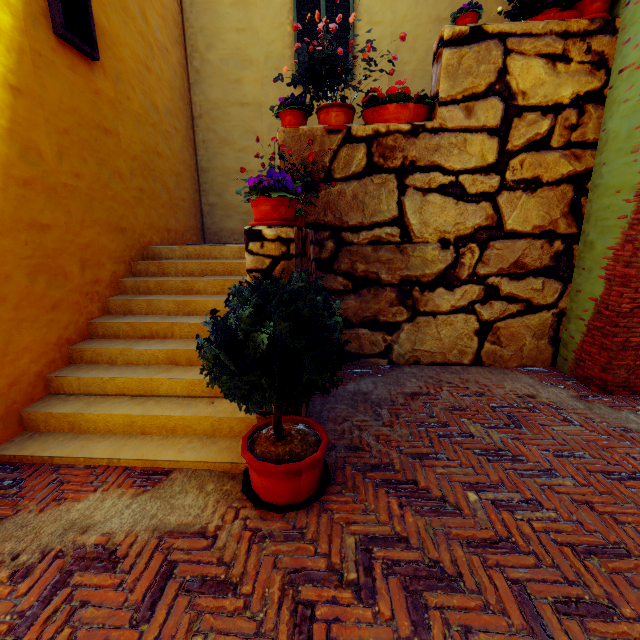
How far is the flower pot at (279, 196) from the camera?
2.51m

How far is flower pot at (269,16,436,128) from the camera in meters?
3.9

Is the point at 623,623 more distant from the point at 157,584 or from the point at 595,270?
the point at 595,270

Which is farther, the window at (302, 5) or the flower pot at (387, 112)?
the window at (302, 5)

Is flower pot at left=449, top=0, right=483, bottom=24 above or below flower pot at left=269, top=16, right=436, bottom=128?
above

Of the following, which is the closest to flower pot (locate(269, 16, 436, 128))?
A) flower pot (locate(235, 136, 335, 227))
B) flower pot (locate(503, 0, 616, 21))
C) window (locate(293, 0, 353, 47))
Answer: flower pot (locate(235, 136, 335, 227))

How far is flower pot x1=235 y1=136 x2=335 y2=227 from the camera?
2.5m

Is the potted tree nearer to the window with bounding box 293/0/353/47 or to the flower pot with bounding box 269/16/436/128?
the flower pot with bounding box 269/16/436/128
